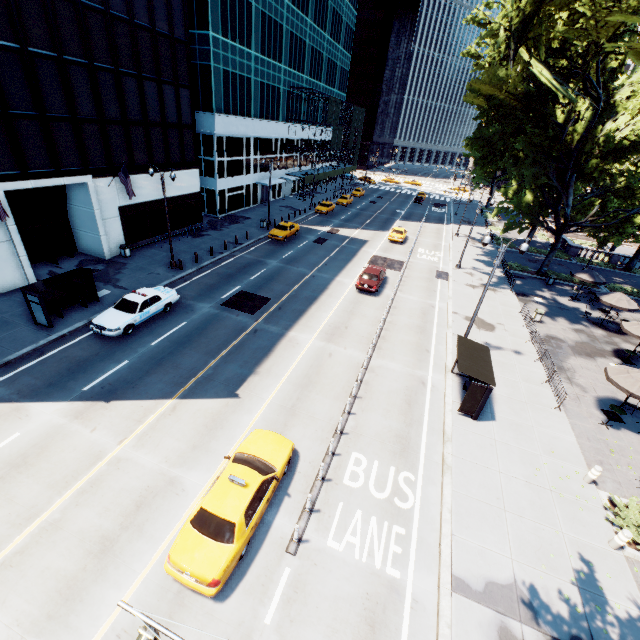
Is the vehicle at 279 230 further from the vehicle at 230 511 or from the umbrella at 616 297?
the umbrella at 616 297

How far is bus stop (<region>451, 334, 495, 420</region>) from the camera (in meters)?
14.47

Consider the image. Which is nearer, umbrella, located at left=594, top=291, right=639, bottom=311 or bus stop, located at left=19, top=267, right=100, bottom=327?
bus stop, located at left=19, top=267, right=100, bottom=327

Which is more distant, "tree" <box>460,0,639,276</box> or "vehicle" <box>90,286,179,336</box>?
"tree" <box>460,0,639,276</box>

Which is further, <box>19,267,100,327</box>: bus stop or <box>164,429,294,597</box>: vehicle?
<box>19,267,100,327</box>: bus stop

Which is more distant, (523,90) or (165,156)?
(165,156)

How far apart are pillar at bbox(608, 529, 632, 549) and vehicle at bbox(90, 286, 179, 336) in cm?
2291

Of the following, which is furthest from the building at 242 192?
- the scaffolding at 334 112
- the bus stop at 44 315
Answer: the scaffolding at 334 112
